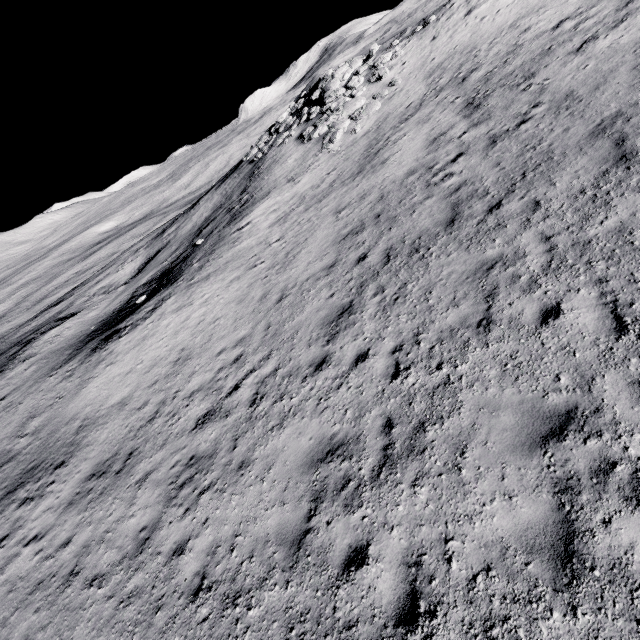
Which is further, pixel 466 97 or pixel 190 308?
pixel 190 308

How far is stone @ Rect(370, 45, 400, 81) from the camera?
19.8 meters

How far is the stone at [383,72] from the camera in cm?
1975
